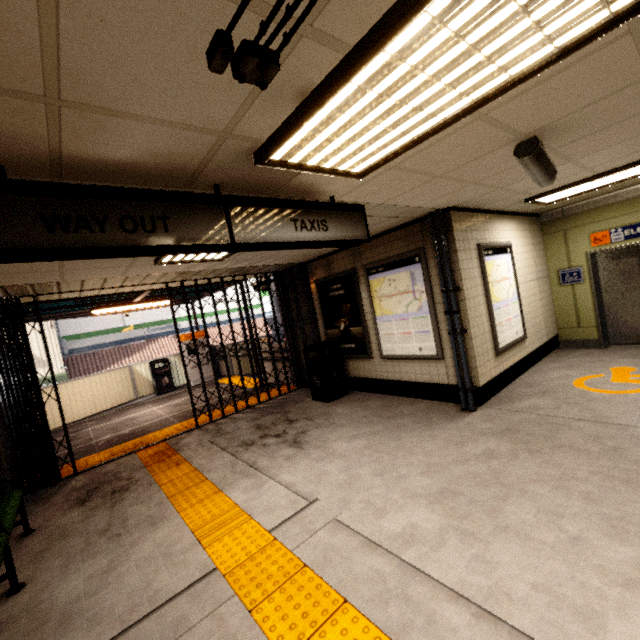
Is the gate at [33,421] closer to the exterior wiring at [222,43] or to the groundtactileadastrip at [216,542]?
the groundtactileadastrip at [216,542]

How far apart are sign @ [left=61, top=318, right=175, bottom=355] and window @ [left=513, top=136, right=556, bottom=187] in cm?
1996

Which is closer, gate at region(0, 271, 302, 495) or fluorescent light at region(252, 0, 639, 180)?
fluorescent light at region(252, 0, 639, 180)

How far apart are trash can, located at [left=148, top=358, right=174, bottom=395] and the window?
11.22m

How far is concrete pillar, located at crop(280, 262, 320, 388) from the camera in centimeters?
732cm

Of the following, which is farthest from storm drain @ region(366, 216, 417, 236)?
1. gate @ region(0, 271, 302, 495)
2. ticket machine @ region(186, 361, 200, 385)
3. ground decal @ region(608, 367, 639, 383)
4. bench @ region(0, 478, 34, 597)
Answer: ticket machine @ region(186, 361, 200, 385)

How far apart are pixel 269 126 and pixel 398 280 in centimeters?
400cm

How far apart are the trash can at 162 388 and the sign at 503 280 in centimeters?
1006cm
